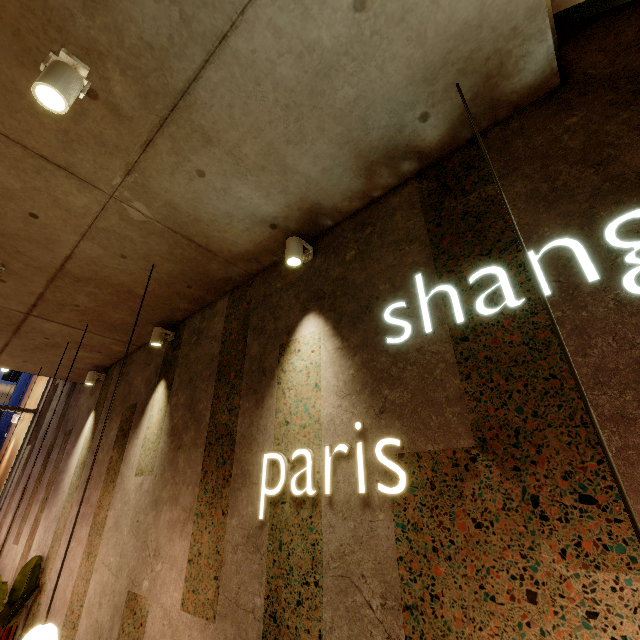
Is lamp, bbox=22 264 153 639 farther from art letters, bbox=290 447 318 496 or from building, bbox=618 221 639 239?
art letters, bbox=290 447 318 496

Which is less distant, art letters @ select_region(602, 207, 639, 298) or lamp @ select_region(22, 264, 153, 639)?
art letters @ select_region(602, 207, 639, 298)

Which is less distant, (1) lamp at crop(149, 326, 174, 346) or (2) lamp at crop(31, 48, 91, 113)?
(2) lamp at crop(31, 48, 91, 113)

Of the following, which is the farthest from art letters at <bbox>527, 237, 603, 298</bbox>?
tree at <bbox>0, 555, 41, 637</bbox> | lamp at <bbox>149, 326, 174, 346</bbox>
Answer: tree at <bbox>0, 555, 41, 637</bbox>

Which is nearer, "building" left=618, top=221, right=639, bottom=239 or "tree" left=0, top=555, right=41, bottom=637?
"building" left=618, top=221, right=639, bottom=239

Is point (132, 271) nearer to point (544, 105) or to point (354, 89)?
point (354, 89)

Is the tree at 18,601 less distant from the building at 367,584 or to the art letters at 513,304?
the building at 367,584

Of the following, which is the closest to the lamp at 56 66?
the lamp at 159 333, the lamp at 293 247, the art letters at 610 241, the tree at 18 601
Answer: the lamp at 293 247
